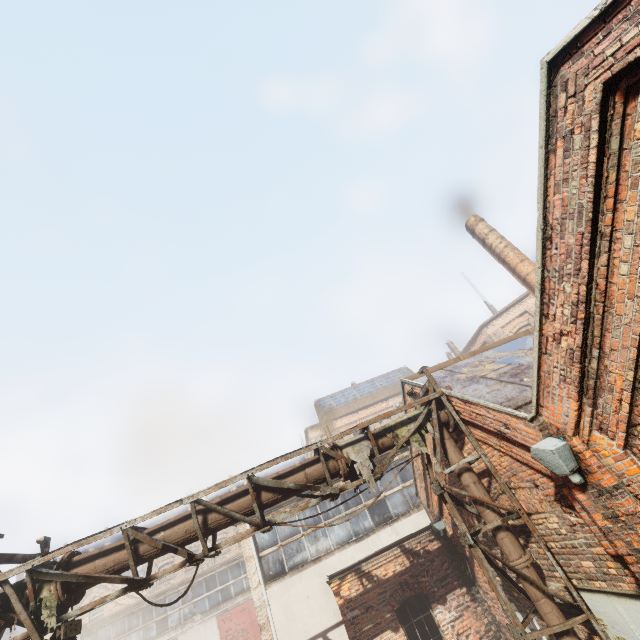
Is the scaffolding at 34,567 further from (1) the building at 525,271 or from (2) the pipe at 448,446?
(1) the building at 525,271

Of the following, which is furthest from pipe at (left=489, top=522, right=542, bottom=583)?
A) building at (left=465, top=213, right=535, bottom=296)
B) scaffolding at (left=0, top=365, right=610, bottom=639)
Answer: building at (left=465, top=213, right=535, bottom=296)

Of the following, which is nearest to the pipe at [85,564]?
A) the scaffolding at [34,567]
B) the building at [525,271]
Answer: the scaffolding at [34,567]

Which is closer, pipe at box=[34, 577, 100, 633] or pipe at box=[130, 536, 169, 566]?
pipe at box=[34, 577, 100, 633]

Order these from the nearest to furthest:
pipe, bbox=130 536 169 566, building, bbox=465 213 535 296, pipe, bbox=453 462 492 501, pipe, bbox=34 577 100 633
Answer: pipe, bbox=34 577 100 633, pipe, bbox=130 536 169 566, pipe, bbox=453 462 492 501, building, bbox=465 213 535 296

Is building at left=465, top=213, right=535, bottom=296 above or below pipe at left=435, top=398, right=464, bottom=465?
above

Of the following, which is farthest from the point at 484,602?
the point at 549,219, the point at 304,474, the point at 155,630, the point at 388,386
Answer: the point at 388,386
